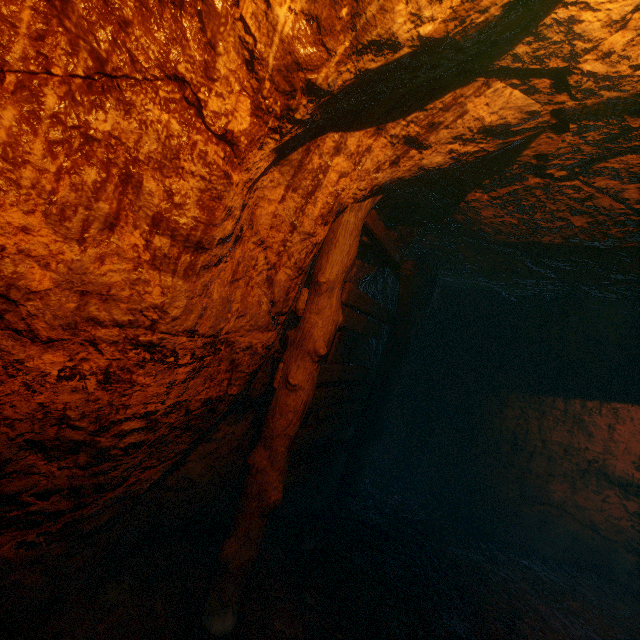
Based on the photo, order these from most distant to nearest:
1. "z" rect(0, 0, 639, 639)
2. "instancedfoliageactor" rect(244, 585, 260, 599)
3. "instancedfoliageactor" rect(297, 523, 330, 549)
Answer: "instancedfoliageactor" rect(297, 523, 330, 549)
"instancedfoliageactor" rect(244, 585, 260, 599)
"z" rect(0, 0, 639, 639)

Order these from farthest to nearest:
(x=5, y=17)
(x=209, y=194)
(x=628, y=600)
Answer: →
1. (x=628, y=600)
2. (x=209, y=194)
3. (x=5, y=17)

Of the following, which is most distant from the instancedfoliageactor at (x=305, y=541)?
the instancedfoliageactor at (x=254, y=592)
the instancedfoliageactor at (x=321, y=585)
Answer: the instancedfoliageactor at (x=254, y=592)

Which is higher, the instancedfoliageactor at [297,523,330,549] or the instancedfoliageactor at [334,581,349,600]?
the instancedfoliageactor at [297,523,330,549]

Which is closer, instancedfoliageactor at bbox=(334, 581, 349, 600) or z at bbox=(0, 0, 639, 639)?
z at bbox=(0, 0, 639, 639)

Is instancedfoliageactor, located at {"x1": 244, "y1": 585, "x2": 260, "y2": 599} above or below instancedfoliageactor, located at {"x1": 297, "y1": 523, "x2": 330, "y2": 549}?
below

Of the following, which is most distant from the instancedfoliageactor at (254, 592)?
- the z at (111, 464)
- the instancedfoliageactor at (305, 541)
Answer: the instancedfoliageactor at (305, 541)

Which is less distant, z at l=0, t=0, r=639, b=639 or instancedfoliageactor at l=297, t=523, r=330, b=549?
z at l=0, t=0, r=639, b=639
